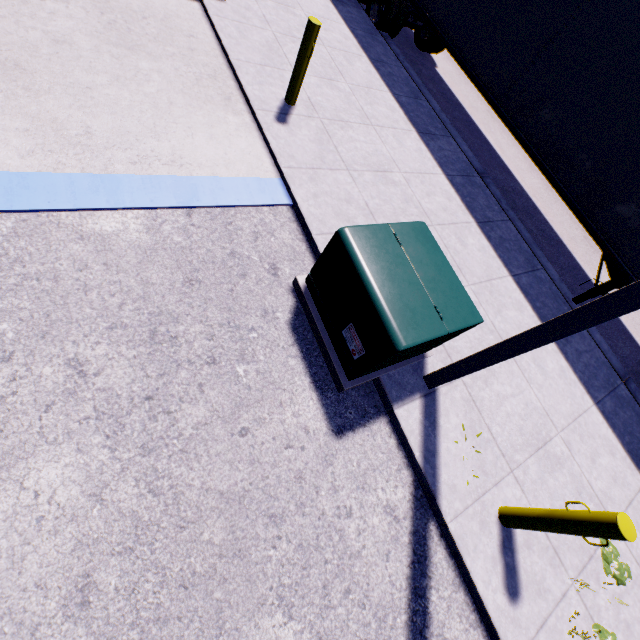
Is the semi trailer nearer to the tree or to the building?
the building

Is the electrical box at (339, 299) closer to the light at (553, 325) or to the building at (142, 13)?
the light at (553, 325)

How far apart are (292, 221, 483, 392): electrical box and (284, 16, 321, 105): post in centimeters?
330cm

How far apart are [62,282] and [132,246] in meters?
0.7 m

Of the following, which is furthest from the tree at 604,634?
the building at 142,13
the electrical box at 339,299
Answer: the electrical box at 339,299

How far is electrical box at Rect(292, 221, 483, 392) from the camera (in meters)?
3.00

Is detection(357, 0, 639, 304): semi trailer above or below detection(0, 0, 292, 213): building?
above

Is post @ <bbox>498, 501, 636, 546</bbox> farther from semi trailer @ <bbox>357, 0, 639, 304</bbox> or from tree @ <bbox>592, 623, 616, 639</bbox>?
semi trailer @ <bbox>357, 0, 639, 304</bbox>
